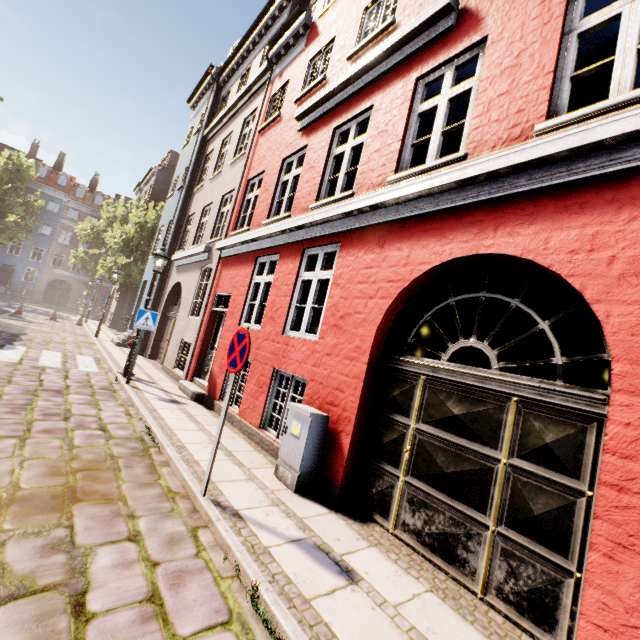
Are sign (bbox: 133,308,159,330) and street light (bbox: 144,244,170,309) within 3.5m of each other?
yes

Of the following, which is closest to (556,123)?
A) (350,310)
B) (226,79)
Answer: (350,310)

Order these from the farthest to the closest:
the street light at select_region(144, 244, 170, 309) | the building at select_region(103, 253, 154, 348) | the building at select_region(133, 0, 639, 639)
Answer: the building at select_region(103, 253, 154, 348) → the street light at select_region(144, 244, 170, 309) → the building at select_region(133, 0, 639, 639)

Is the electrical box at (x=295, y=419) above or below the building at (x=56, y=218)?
below

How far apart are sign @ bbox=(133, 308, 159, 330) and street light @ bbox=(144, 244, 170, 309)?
0.98m

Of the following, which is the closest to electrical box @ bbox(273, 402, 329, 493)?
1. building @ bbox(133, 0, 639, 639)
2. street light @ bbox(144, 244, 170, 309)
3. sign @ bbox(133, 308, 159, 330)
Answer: building @ bbox(133, 0, 639, 639)

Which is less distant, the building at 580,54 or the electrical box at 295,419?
the building at 580,54

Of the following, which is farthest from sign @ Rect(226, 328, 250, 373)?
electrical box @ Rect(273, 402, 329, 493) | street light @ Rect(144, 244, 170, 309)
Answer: street light @ Rect(144, 244, 170, 309)
